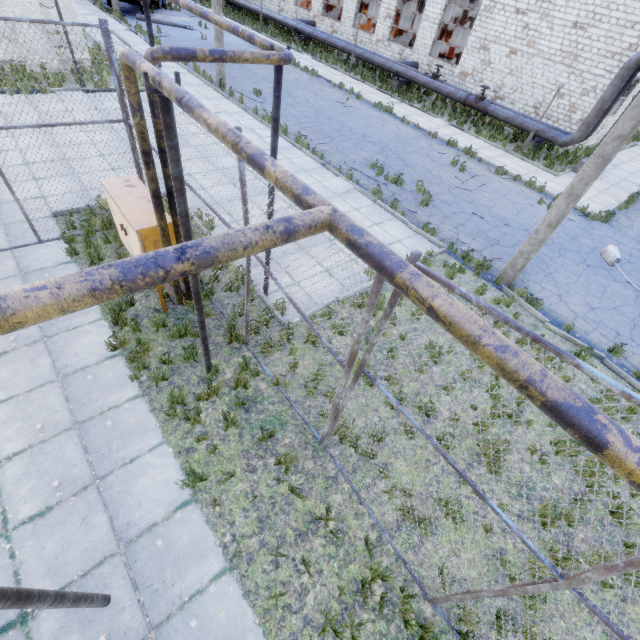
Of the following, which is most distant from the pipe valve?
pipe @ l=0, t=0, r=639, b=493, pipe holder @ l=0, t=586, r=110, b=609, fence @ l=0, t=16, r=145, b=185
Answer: pipe holder @ l=0, t=586, r=110, b=609

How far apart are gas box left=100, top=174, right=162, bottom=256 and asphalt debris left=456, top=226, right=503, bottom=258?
8.3 meters

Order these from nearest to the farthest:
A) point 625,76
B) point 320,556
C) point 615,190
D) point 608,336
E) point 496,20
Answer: point 320,556, point 608,336, point 625,76, point 615,190, point 496,20

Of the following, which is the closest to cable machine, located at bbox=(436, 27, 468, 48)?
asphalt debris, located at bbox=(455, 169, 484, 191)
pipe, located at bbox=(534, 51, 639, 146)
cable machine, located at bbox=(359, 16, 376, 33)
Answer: cable machine, located at bbox=(359, 16, 376, 33)

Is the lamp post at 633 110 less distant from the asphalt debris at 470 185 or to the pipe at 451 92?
the asphalt debris at 470 185

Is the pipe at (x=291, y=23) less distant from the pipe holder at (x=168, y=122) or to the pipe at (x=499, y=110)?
the pipe at (x=499, y=110)

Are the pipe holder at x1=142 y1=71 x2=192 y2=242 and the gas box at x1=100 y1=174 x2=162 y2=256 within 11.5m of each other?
yes

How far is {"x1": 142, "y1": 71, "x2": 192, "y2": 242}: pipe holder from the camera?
2.70m
